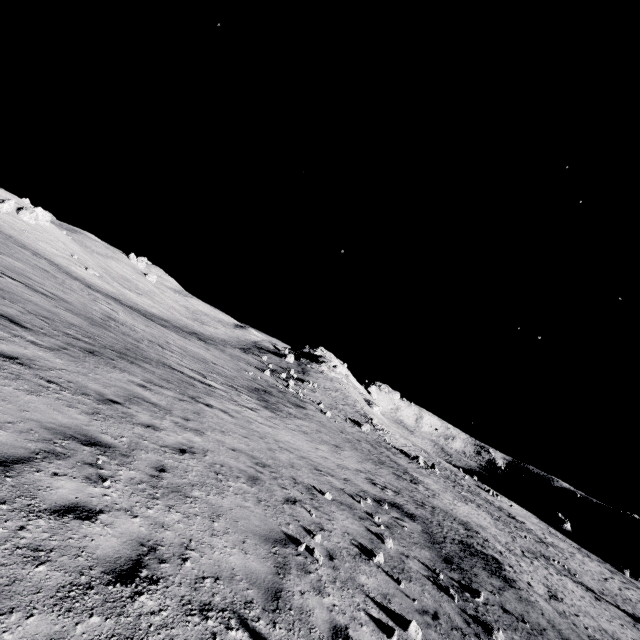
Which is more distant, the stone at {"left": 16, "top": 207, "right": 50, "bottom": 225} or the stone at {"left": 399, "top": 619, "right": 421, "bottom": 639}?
the stone at {"left": 16, "top": 207, "right": 50, "bottom": 225}

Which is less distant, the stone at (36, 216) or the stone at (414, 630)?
the stone at (414, 630)

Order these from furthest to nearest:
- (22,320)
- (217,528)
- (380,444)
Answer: (380,444) < (22,320) < (217,528)

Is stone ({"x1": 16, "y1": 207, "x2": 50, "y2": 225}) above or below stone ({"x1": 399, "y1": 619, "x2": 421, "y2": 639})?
above

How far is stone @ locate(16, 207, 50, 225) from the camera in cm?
5238

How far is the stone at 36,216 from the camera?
52.38m
